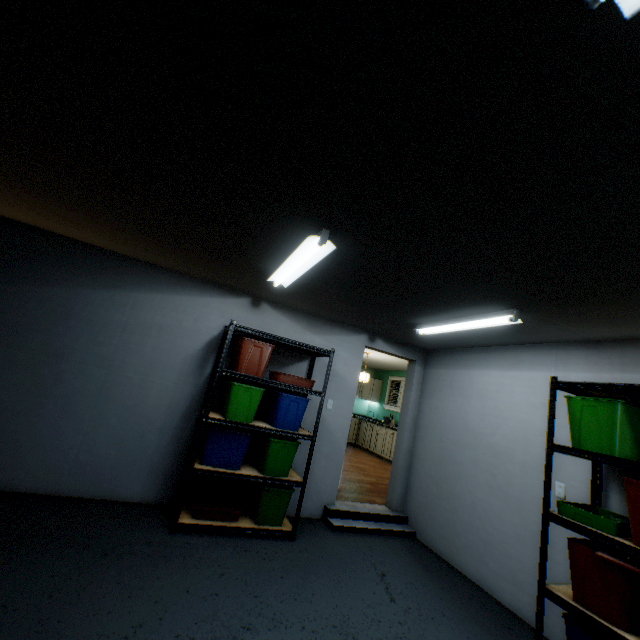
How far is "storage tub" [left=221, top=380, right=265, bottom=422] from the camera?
3.22m

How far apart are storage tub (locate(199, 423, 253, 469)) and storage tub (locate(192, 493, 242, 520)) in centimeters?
37cm

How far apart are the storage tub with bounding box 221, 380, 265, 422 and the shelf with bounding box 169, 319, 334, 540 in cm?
3

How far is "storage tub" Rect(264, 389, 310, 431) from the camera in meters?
3.4 m

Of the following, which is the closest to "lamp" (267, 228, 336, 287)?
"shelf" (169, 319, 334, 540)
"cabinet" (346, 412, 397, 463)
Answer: "shelf" (169, 319, 334, 540)

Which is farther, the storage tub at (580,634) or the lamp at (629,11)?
the storage tub at (580,634)

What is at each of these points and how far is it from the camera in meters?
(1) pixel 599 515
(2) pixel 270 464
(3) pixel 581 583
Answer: (1) storage tub, 2.4
(2) storage tub, 3.3
(3) storage tub, 2.0

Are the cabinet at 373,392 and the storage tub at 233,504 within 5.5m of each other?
no
